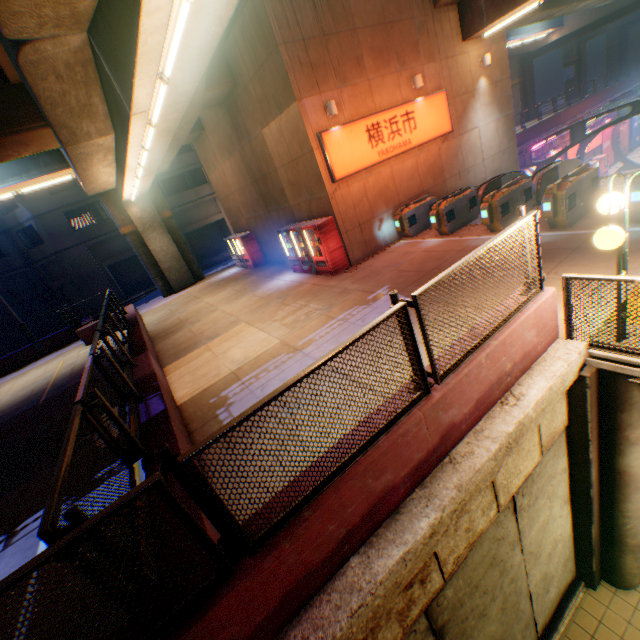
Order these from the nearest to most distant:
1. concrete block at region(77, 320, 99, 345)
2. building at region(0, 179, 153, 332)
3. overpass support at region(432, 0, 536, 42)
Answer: overpass support at region(432, 0, 536, 42) → concrete block at region(77, 320, 99, 345) → building at region(0, 179, 153, 332)

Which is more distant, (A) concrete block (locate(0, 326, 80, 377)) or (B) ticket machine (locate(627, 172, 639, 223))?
(A) concrete block (locate(0, 326, 80, 377))

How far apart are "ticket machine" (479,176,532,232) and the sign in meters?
4.1

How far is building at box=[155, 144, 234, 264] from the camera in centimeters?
3056cm

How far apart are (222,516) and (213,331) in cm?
980

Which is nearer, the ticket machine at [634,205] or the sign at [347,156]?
the ticket machine at [634,205]

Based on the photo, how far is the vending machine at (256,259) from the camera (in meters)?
19.02

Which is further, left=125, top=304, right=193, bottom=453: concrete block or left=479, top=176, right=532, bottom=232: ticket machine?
left=479, top=176, right=532, bottom=232: ticket machine
